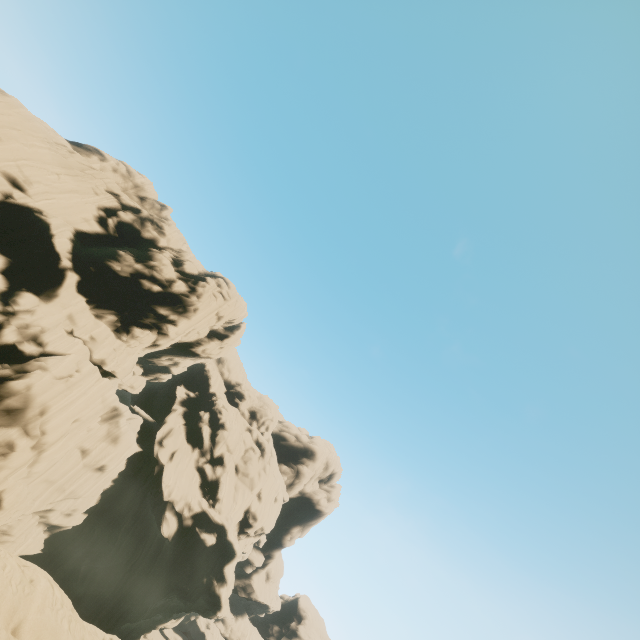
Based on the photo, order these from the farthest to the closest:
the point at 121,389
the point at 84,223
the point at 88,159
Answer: the point at 121,389
the point at 88,159
the point at 84,223
